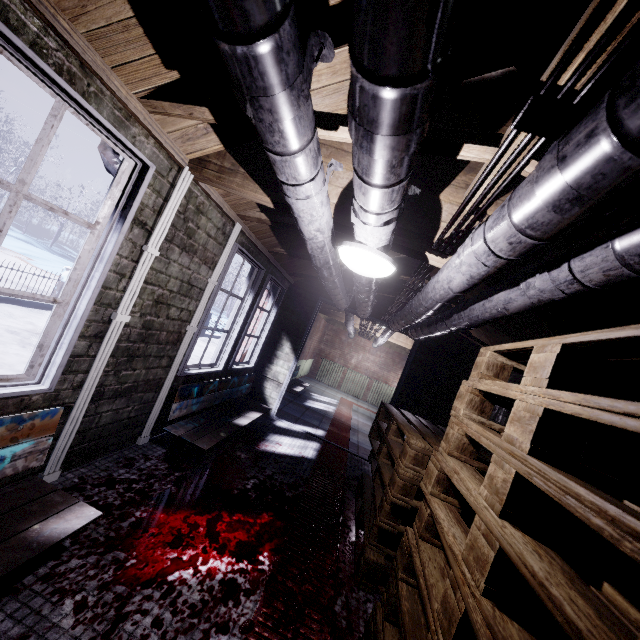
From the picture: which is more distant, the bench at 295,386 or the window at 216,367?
the bench at 295,386

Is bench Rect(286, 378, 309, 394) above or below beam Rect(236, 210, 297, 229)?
Result: below

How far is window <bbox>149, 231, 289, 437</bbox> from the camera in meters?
2.9 m

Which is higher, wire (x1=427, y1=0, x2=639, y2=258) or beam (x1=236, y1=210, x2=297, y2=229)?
beam (x1=236, y1=210, x2=297, y2=229)

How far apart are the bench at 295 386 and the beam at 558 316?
4.5m

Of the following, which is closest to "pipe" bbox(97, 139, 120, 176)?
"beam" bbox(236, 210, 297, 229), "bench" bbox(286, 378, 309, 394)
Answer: "beam" bbox(236, 210, 297, 229)

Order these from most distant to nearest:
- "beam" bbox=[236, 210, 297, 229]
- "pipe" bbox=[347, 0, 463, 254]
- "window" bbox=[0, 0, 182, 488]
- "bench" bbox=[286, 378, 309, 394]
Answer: "bench" bbox=[286, 378, 309, 394]
"beam" bbox=[236, 210, 297, 229]
"window" bbox=[0, 0, 182, 488]
"pipe" bbox=[347, 0, 463, 254]

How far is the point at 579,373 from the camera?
1.0m
